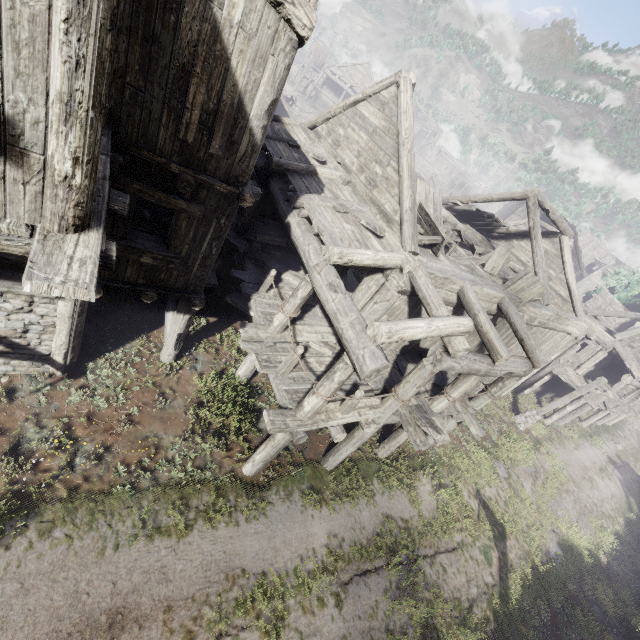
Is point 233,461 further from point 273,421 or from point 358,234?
point 358,234

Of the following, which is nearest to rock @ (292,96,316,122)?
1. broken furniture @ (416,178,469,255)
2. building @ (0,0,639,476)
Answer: building @ (0,0,639,476)

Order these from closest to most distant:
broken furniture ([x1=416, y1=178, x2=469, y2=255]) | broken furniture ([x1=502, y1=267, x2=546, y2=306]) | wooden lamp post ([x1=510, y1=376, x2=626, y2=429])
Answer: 1. broken furniture ([x1=416, y1=178, x2=469, y2=255])
2. broken furniture ([x1=502, y1=267, x2=546, y2=306])
3. wooden lamp post ([x1=510, y1=376, x2=626, y2=429])

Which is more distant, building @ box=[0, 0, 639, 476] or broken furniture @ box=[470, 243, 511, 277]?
broken furniture @ box=[470, 243, 511, 277]

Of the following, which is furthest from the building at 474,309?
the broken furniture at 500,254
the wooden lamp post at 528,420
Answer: the wooden lamp post at 528,420

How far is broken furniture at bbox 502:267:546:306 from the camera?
11.2m

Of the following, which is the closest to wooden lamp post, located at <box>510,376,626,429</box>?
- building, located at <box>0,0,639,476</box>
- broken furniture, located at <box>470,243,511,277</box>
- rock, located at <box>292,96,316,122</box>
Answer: building, located at <box>0,0,639,476</box>

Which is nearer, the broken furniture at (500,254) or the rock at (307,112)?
the broken furniture at (500,254)
